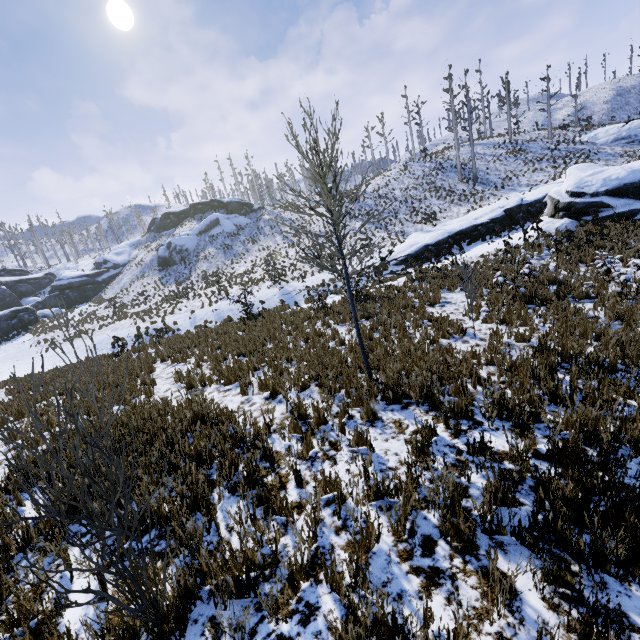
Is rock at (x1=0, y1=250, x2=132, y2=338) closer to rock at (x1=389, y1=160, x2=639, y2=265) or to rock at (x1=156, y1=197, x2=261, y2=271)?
rock at (x1=156, y1=197, x2=261, y2=271)

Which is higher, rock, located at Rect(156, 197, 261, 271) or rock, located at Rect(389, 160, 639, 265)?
rock, located at Rect(156, 197, 261, 271)

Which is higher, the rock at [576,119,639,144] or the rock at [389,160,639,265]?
the rock at [576,119,639,144]

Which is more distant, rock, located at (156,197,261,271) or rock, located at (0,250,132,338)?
rock, located at (156,197,261,271)

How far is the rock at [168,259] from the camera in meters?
44.4 m

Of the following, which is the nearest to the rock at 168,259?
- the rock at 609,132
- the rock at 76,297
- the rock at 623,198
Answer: the rock at 76,297

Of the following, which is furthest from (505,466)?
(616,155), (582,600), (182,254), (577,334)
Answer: (182,254)

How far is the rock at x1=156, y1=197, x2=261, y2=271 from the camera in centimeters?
4438cm
